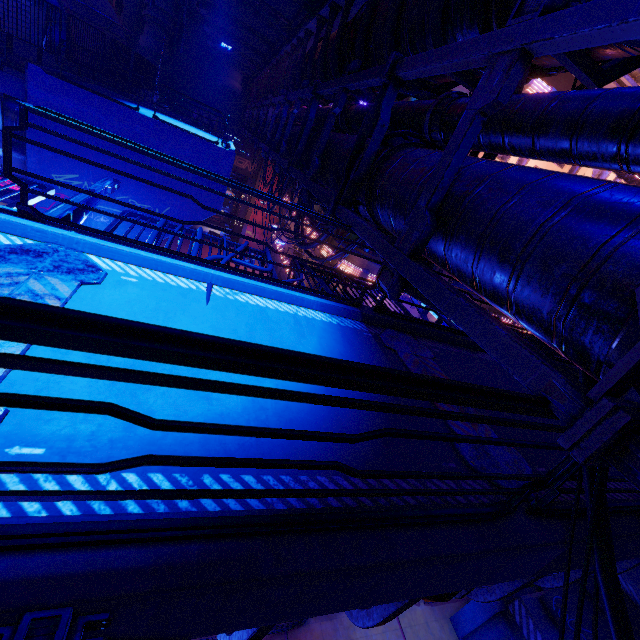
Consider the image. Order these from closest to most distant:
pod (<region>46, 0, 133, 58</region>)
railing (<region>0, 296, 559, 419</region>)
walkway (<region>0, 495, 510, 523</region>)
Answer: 1. railing (<region>0, 296, 559, 419</region>)
2. walkway (<region>0, 495, 510, 523</region>)
3. pod (<region>46, 0, 133, 58</region>)

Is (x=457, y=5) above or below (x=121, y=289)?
above

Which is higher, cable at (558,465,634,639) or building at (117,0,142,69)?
building at (117,0,142,69)

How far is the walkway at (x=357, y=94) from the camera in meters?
9.0 m

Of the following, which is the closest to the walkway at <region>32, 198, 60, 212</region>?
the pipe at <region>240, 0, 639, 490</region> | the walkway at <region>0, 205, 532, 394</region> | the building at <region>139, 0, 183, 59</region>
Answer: the pipe at <region>240, 0, 639, 490</region>

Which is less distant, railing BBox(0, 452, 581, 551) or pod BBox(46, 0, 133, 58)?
railing BBox(0, 452, 581, 551)

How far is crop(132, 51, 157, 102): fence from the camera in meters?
19.8

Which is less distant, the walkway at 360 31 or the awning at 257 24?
the walkway at 360 31
